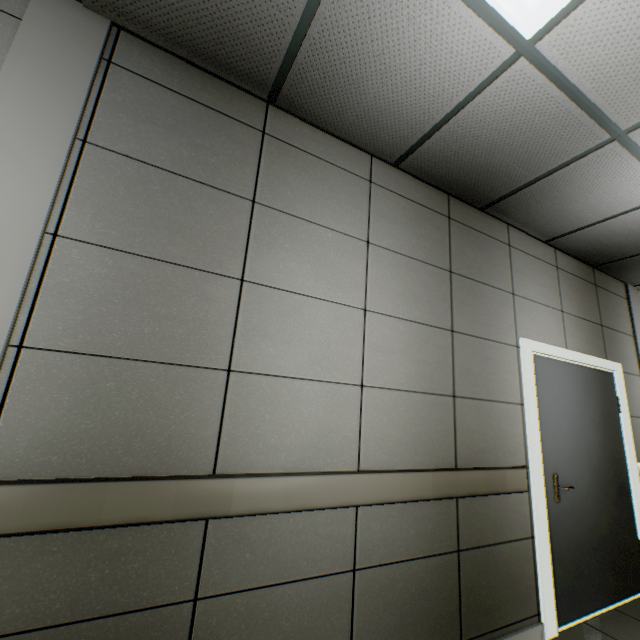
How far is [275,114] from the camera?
2.0 meters
